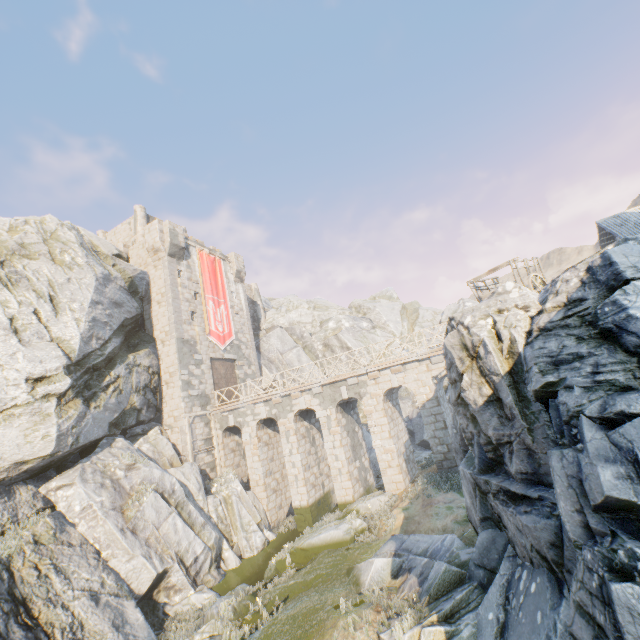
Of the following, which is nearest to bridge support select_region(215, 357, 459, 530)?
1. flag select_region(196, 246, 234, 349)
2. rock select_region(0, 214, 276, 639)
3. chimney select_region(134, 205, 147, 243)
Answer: rock select_region(0, 214, 276, 639)

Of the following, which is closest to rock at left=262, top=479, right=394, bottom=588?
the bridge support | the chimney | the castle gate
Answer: the bridge support

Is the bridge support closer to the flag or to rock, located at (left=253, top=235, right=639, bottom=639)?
rock, located at (left=253, top=235, right=639, bottom=639)

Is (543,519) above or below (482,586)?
above

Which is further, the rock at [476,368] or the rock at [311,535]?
the rock at [311,535]

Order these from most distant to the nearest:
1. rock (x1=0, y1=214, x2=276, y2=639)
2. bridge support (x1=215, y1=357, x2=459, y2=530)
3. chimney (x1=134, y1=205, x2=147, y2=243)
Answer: chimney (x1=134, y1=205, x2=147, y2=243) < bridge support (x1=215, y1=357, x2=459, y2=530) < rock (x1=0, y1=214, x2=276, y2=639)

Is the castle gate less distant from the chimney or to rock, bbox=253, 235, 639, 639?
rock, bbox=253, 235, 639, 639
